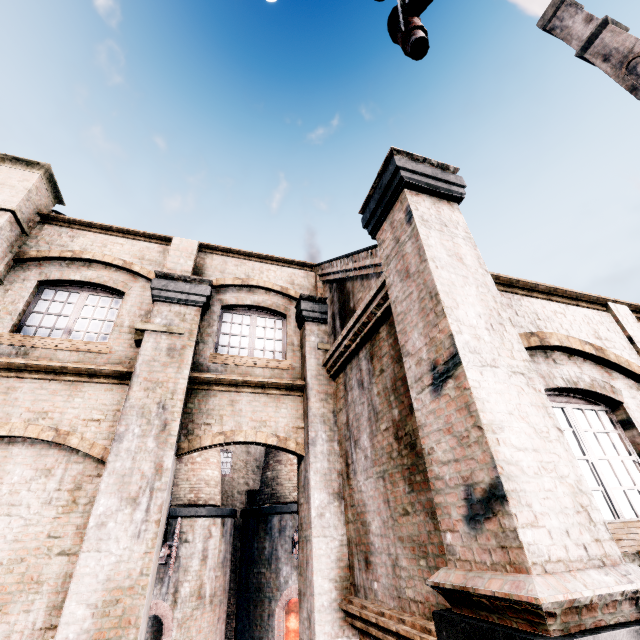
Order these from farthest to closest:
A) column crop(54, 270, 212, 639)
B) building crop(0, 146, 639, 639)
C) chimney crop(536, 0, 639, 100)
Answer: chimney crop(536, 0, 639, 100)
column crop(54, 270, 212, 639)
building crop(0, 146, 639, 639)

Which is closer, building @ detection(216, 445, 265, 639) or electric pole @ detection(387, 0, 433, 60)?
electric pole @ detection(387, 0, 433, 60)

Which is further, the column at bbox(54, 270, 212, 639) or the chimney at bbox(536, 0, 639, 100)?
the chimney at bbox(536, 0, 639, 100)

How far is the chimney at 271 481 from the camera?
20.5 meters

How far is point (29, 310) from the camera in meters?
7.9 m

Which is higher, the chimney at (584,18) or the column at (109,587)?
the chimney at (584,18)

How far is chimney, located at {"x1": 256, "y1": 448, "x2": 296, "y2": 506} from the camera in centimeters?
2053cm

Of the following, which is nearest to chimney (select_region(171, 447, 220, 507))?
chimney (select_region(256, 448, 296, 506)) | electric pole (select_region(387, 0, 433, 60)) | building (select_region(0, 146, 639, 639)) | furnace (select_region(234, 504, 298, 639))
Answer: building (select_region(0, 146, 639, 639))
